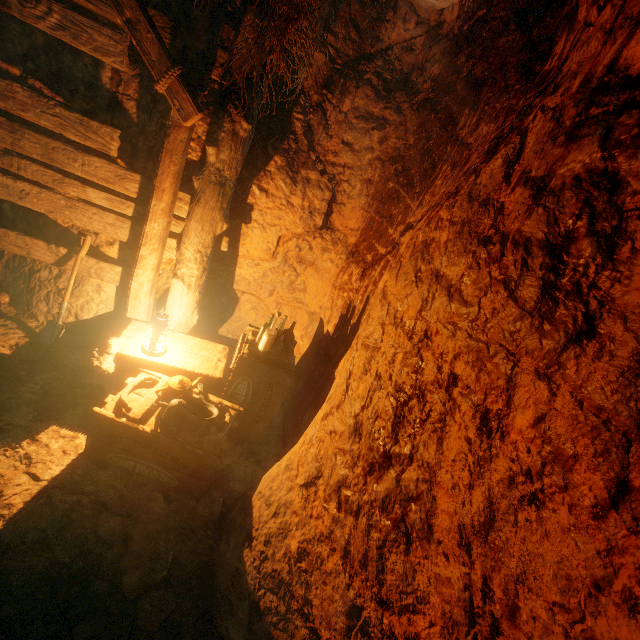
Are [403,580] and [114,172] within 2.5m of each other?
no

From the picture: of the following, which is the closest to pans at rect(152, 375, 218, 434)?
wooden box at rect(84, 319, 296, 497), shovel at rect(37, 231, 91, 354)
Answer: wooden box at rect(84, 319, 296, 497)

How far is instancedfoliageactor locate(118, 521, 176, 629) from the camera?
2.0 meters

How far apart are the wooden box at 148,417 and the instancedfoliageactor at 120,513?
0.3m

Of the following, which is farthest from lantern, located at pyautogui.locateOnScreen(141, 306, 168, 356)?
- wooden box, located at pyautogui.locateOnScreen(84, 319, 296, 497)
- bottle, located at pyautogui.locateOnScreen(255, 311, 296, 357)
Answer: bottle, located at pyautogui.locateOnScreen(255, 311, 296, 357)

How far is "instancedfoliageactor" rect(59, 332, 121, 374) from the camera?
2.86m

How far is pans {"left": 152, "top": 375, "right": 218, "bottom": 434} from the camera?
2.6 meters

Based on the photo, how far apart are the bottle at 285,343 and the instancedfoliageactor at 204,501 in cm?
127
